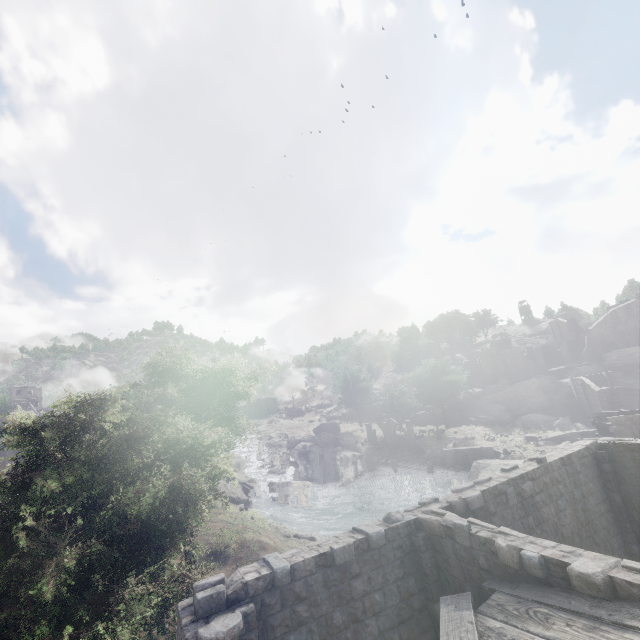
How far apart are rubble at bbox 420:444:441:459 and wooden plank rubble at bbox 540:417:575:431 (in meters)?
18.11

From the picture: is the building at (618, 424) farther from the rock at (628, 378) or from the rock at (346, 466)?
the rock at (346, 466)

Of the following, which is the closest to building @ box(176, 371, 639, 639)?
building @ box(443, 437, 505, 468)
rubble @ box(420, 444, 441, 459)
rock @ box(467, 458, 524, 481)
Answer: rock @ box(467, 458, 524, 481)

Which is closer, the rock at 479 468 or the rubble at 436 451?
the rock at 479 468

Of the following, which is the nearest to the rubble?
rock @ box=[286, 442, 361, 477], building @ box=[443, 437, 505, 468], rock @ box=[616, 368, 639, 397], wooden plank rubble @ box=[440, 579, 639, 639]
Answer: building @ box=[443, 437, 505, 468]

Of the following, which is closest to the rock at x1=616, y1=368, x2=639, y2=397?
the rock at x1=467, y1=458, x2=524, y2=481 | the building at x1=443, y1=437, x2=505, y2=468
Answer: the building at x1=443, y1=437, x2=505, y2=468

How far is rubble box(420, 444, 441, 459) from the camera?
44.97m

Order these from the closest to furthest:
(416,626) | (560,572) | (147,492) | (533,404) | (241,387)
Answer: (560,572)
(416,626)
(147,492)
(241,387)
(533,404)
